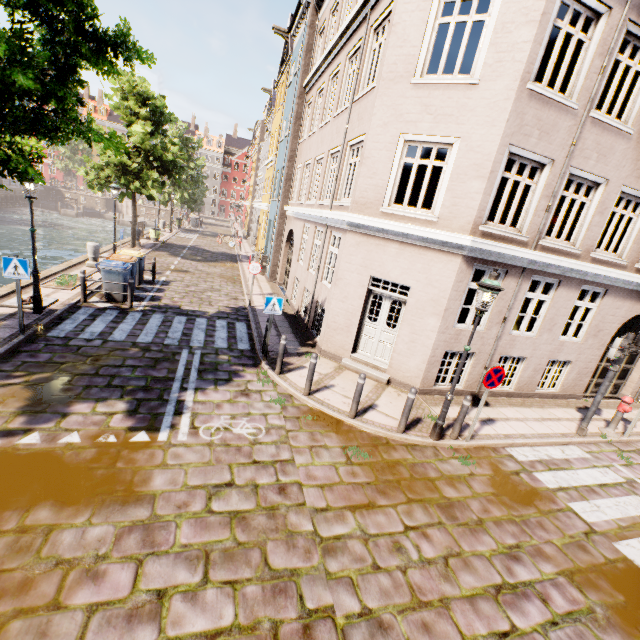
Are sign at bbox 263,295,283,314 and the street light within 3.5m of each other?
no

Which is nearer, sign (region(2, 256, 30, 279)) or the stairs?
sign (region(2, 256, 30, 279))

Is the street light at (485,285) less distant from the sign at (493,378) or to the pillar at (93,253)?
the sign at (493,378)

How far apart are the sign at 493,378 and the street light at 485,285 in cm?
52

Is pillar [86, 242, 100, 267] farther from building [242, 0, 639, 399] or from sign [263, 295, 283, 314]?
building [242, 0, 639, 399]

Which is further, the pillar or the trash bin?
the pillar

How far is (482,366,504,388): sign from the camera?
6.71m

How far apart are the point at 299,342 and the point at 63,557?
7.95m
